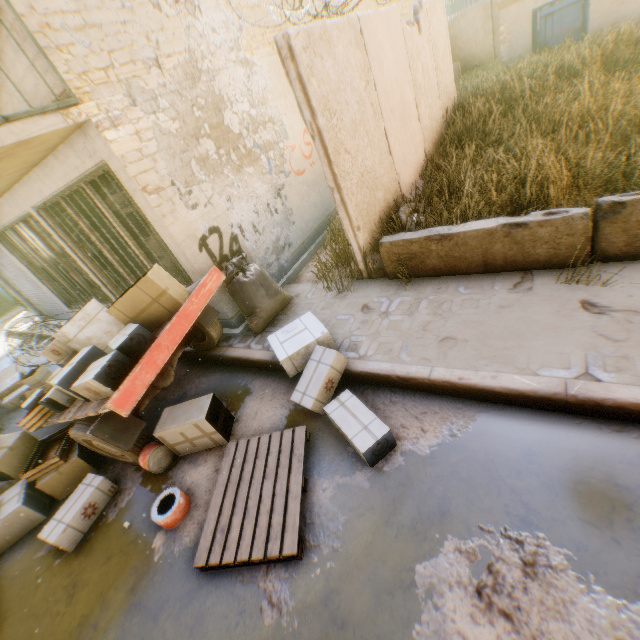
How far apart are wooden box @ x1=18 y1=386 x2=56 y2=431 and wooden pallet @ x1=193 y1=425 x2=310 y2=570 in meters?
2.7 m

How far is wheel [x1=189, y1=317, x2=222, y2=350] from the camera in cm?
505

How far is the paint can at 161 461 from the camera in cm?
385

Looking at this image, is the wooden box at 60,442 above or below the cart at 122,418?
below

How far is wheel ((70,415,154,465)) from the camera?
3.7m

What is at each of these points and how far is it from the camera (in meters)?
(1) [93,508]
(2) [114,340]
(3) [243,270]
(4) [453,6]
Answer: (1) cardboard box, 3.80
(2) cardboard box, 3.72
(3) trash bag, 5.13
(4) building, 38.88

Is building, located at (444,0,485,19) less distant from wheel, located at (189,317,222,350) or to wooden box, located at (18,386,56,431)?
wheel, located at (189,317,222,350)

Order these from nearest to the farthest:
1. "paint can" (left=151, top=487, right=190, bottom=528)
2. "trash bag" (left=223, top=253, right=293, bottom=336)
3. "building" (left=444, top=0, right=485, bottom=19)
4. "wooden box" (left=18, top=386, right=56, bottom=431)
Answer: "paint can" (left=151, top=487, right=190, bottom=528)
"wooden box" (left=18, top=386, right=56, bottom=431)
"trash bag" (left=223, top=253, right=293, bottom=336)
"building" (left=444, top=0, right=485, bottom=19)
